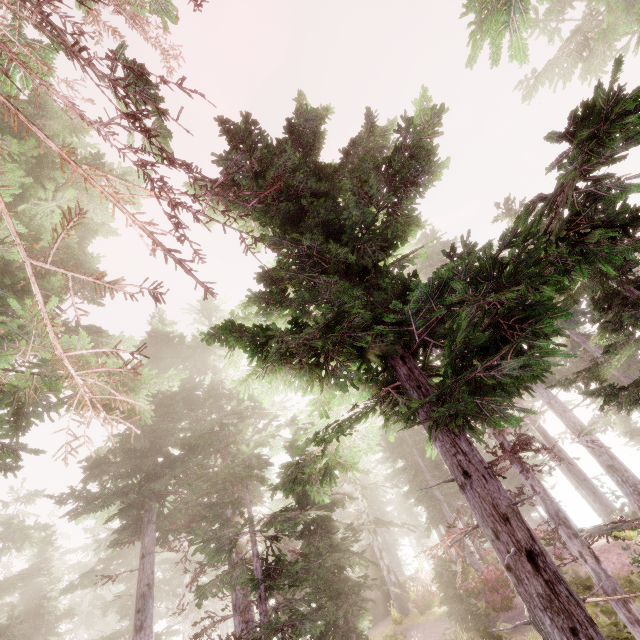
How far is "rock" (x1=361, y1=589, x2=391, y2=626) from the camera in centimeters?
2166cm

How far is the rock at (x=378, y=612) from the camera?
21.7 meters

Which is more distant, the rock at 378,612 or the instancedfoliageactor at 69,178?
the rock at 378,612

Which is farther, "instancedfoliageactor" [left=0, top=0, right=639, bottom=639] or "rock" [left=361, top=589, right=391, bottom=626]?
"rock" [left=361, top=589, right=391, bottom=626]

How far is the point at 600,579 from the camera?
7.8 meters
